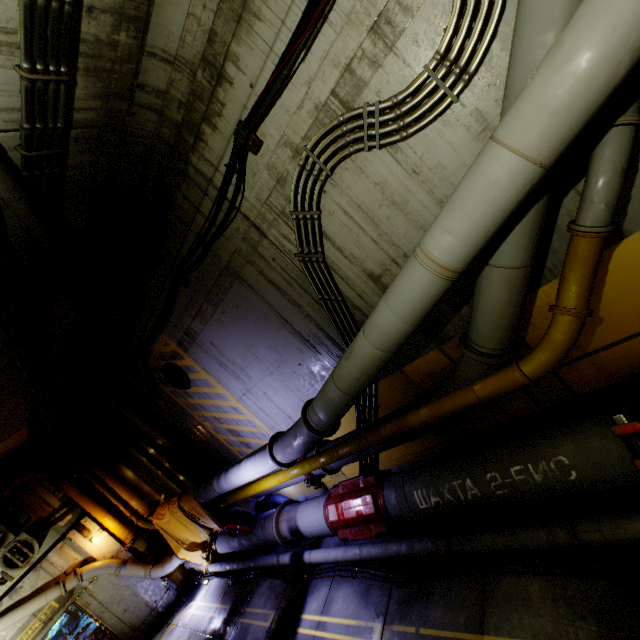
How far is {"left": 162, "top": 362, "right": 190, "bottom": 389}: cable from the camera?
7.71m

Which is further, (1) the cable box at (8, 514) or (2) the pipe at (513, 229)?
(1) the cable box at (8, 514)

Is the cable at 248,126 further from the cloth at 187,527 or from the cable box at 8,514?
the cable box at 8,514

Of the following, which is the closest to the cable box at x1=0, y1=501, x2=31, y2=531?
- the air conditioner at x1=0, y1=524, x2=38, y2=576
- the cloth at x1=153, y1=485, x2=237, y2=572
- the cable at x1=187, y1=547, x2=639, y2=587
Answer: the air conditioner at x1=0, y1=524, x2=38, y2=576

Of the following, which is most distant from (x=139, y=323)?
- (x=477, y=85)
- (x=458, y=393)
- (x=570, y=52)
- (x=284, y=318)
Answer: (x=570, y=52)

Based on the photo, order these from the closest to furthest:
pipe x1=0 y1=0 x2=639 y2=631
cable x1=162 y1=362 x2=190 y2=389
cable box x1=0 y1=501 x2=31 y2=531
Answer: pipe x1=0 y1=0 x2=639 y2=631, cable x1=162 y1=362 x2=190 y2=389, cable box x1=0 y1=501 x2=31 y2=531

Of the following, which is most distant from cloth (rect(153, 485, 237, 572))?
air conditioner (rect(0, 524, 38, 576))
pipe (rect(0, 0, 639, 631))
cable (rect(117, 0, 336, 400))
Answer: air conditioner (rect(0, 524, 38, 576))

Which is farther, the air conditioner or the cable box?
the cable box
